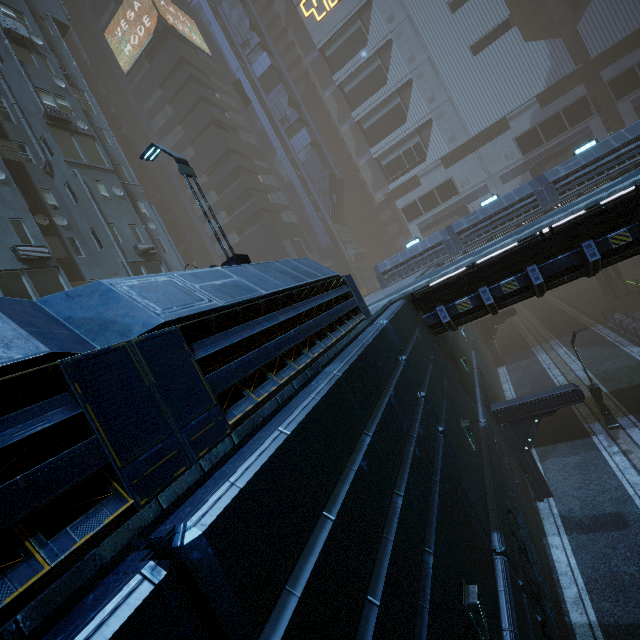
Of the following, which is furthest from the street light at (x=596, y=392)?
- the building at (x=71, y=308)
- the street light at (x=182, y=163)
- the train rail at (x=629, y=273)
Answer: the street light at (x=182, y=163)

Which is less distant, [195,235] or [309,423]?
[309,423]

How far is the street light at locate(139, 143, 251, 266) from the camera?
8.5m

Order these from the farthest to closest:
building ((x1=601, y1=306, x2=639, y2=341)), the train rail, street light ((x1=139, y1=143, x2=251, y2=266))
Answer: the train rail
building ((x1=601, y1=306, x2=639, y2=341))
street light ((x1=139, y1=143, x2=251, y2=266))

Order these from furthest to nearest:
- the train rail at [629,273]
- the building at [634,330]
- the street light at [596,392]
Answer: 1. the train rail at [629,273]
2. the building at [634,330]
3. the street light at [596,392]

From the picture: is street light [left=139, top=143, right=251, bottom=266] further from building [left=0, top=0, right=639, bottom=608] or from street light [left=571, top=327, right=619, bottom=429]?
street light [left=571, top=327, right=619, bottom=429]

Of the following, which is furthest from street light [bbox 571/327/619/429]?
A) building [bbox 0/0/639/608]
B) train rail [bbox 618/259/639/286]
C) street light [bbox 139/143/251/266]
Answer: street light [bbox 139/143/251/266]

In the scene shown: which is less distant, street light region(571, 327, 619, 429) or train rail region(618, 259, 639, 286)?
street light region(571, 327, 619, 429)
